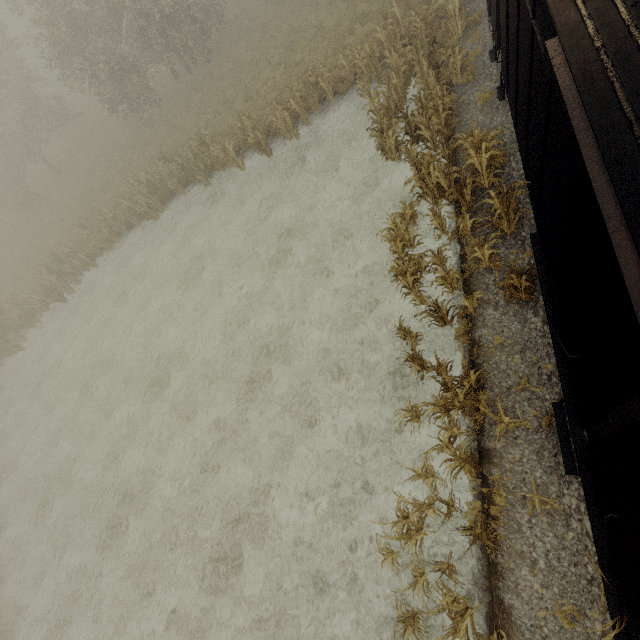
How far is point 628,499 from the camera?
3.2m

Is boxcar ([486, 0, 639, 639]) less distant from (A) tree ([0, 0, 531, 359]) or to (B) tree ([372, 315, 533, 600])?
(B) tree ([372, 315, 533, 600])

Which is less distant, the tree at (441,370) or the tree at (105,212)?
the tree at (441,370)

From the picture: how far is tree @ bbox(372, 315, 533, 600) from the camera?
6.0m

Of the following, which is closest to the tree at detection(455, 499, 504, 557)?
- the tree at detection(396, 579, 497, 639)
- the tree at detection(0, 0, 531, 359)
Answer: the tree at detection(396, 579, 497, 639)

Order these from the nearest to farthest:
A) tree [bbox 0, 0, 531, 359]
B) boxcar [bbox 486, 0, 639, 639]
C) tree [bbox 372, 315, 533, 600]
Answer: boxcar [bbox 486, 0, 639, 639], tree [bbox 372, 315, 533, 600], tree [bbox 0, 0, 531, 359]

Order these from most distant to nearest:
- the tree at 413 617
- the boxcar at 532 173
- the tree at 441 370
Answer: the tree at 441 370
the tree at 413 617
the boxcar at 532 173
